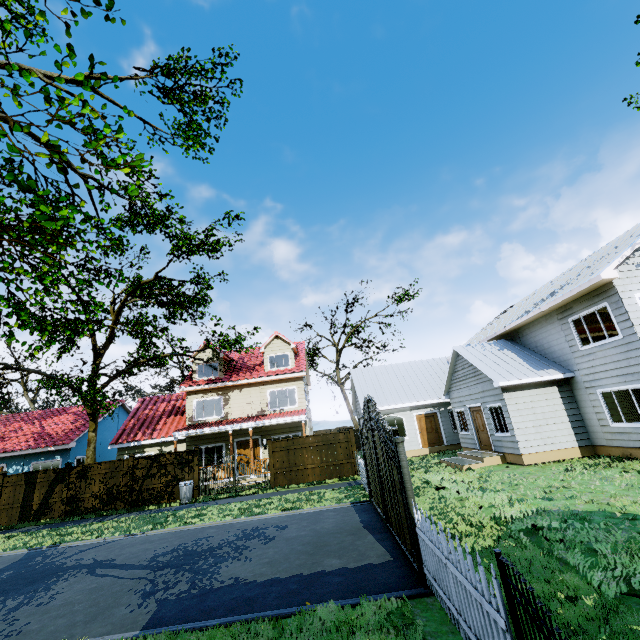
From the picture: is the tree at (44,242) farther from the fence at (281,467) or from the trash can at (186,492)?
the trash can at (186,492)

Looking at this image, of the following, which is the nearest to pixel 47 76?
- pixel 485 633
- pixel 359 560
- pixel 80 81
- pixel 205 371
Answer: pixel 80 81

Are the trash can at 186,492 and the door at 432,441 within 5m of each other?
no

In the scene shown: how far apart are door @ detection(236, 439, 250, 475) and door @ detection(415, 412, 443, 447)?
10.45m

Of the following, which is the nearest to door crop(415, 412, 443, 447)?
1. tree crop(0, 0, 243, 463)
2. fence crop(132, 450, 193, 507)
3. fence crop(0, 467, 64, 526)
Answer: fence crop(132, 450, 193, 507)

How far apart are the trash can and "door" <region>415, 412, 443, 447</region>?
13.9m

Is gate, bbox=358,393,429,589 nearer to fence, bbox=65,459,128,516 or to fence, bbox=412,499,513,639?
fence, bbox=412,499,513,639

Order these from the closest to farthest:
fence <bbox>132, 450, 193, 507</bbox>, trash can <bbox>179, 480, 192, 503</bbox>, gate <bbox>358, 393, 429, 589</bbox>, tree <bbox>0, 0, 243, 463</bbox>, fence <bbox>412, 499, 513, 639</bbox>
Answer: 1. fence <bbox>412, 499, 513, 639</bbox>
2. gate <bbox>358, 393, 429, 589</bbox>
3. tree <bbox>0, 0, 243, 463</bbox>
4. trash can <bbox>179, 480, 192, 503</bbox>
5. fence <bbox>132, 450, 193, 507</bbox>
